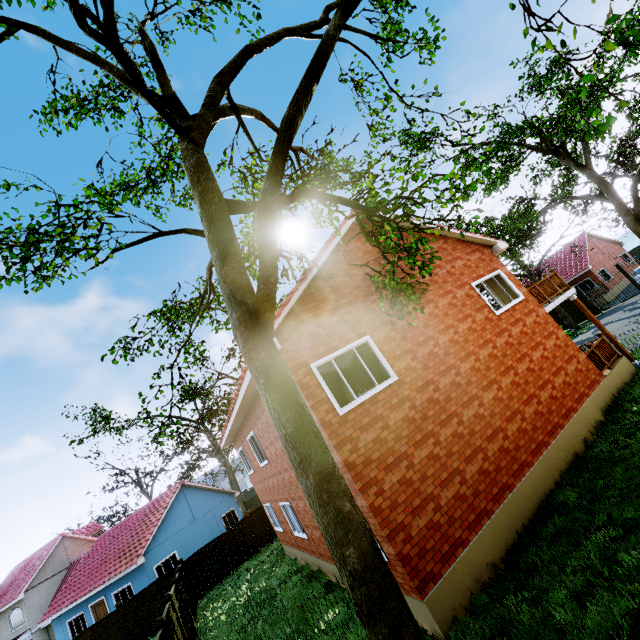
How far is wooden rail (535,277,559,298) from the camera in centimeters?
1288cm

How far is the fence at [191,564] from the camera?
19.06m

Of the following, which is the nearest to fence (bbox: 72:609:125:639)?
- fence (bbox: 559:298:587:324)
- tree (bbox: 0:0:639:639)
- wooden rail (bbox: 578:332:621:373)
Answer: tree (bbox: 0:0:639:639)

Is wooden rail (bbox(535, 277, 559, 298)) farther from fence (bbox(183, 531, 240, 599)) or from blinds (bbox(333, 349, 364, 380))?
blinds (bbox(333, 349, 364, 380))

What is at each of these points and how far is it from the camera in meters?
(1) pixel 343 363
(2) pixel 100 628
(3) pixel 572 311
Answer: (1) blinds, 8.3
(2) fence, 17.0
(3) fence, 29.6

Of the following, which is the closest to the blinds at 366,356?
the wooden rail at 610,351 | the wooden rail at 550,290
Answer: the wooden rail at 550,290

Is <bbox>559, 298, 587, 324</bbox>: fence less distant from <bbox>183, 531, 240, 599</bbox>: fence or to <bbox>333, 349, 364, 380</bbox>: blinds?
<bbox>183, 531, 240, 599</bbox>: fence

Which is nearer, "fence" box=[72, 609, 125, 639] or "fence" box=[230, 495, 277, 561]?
"fence" box=[72, 609, 125, 639]
